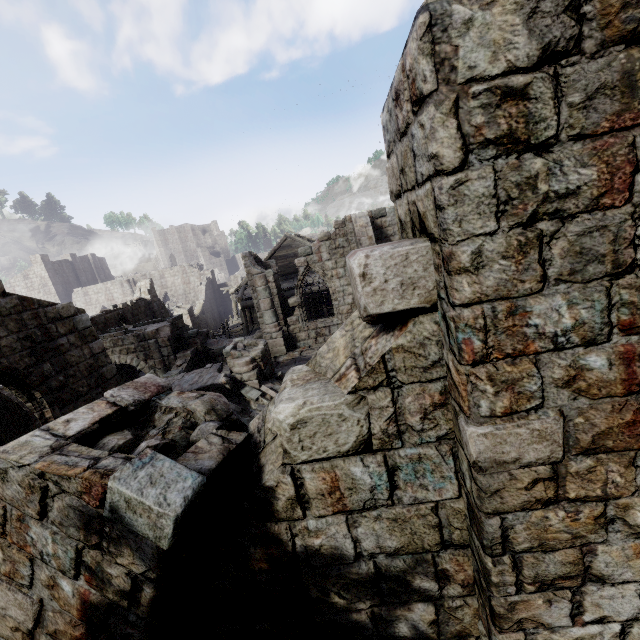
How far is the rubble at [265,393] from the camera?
10.5 meters

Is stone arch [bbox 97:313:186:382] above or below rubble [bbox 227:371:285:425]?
above

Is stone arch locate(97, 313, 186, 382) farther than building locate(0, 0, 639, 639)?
Yes

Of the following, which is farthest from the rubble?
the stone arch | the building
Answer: the stone arch

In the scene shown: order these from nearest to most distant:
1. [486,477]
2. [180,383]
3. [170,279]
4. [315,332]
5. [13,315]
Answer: [486,477] → [13,315] → [180,383] → [315,332] → [170,279]

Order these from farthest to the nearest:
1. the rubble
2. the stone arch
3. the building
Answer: the stone arch → the rubble → the building

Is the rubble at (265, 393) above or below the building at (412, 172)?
below

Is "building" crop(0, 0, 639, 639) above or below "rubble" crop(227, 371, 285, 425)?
above
